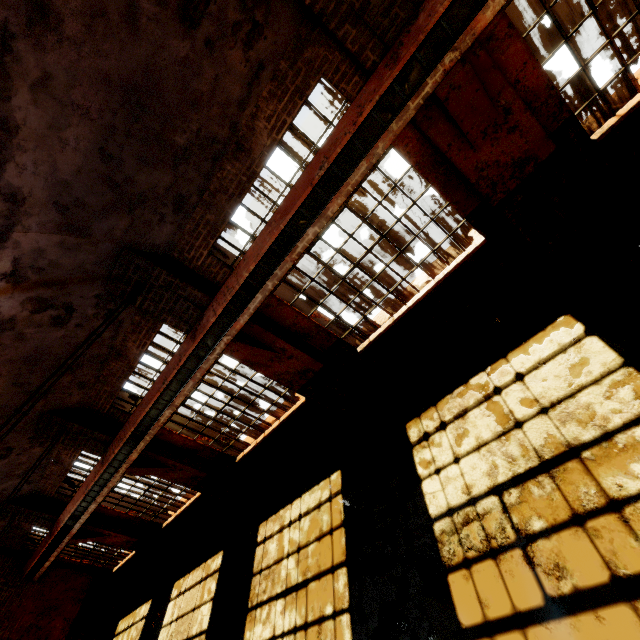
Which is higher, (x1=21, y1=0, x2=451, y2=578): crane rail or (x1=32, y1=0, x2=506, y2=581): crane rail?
(x1=21, y1=0, x2=451, y2=578): crane rail

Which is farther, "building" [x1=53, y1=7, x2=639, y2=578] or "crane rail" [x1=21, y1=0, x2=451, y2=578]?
"building" [x1=53, y1=7, x2=639, y2=578]

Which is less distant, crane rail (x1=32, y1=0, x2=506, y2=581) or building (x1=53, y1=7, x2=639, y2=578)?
crane rail (x1=32, y1=0, x2=506, y2=581)

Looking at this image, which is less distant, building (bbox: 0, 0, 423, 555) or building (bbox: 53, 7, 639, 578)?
building (bbox: 0, 0, 423, 555)

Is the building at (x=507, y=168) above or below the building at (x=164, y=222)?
below

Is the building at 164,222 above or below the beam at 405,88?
above

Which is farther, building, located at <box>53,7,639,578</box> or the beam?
building, located at <box>53,7,639,578</box>

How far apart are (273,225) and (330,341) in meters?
2.8 m
